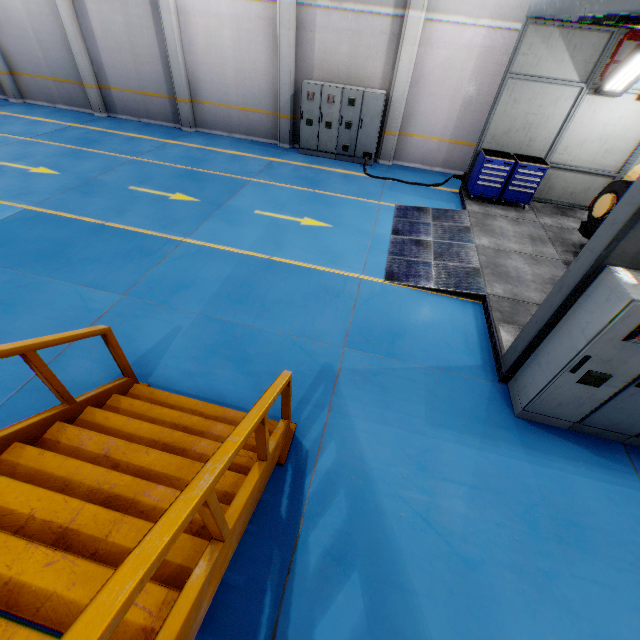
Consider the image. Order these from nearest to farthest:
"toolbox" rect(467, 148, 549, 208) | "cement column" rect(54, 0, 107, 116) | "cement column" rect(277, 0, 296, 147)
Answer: "toolbox" rect(467, 148, 549, 208) < "cement column" rect(277, 0, 296, 147) < "cement column" rect(54, 0, 107, 116)

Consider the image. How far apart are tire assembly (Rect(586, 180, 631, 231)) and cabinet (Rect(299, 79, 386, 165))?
6.82m

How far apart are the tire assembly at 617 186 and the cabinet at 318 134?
6.82m

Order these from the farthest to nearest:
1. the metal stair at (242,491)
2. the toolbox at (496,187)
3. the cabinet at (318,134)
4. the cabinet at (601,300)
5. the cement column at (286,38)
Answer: the cabinet at (318,134) < the cement column at (286,38) < the toolbox at (496,187) < the cabinet at (601,300) < the metal stair at (242,491)

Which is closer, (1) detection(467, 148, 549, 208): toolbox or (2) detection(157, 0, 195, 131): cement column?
(1) detection(467, 148, 549, 208): toolbox

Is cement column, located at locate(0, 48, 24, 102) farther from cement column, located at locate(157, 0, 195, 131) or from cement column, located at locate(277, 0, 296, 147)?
cement column, located at locate(277, 0, 296, 147)

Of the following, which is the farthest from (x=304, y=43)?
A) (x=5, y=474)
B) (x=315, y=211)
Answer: (x=5, y=474)

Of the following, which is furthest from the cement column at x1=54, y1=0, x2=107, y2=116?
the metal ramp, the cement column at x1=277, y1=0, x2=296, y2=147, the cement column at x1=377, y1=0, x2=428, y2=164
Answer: the metal ramp
